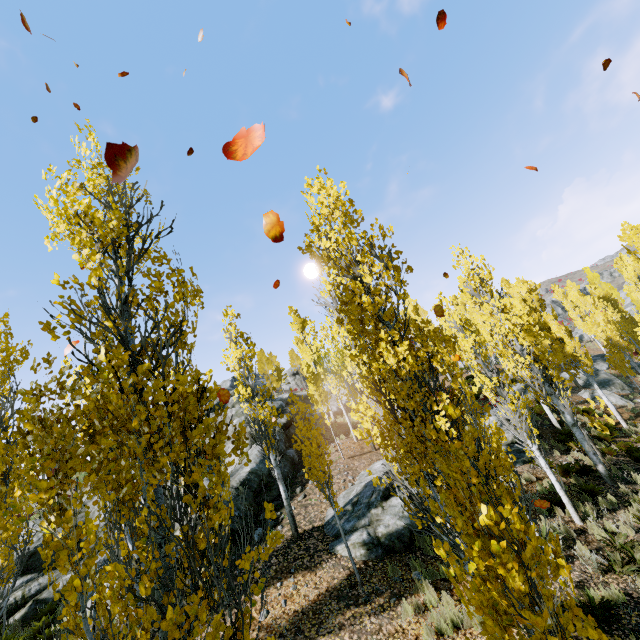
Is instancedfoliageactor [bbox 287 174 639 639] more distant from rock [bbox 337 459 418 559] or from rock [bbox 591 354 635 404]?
rock [bbox 591 354 635 404]

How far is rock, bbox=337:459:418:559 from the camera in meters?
8.8 m

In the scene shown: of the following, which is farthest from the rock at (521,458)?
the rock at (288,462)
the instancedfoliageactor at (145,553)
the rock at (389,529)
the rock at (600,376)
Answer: the rock at (600,376)

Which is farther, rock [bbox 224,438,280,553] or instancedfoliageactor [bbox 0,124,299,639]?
rock [bbox 224,438,280,553]

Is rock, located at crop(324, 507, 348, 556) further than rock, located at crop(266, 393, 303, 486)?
No

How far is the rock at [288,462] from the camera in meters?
15.0 m

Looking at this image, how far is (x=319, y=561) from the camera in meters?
8.9
